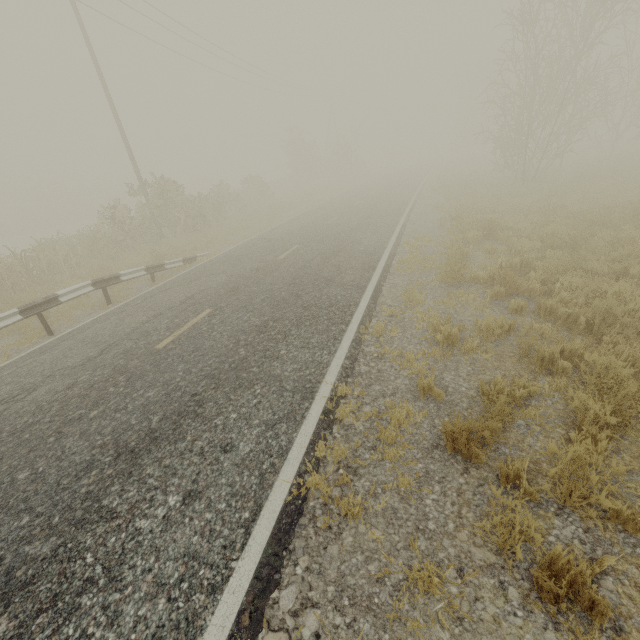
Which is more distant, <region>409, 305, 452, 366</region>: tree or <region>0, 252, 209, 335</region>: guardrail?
<region>0, 252, 209, 335</region>: guardrail

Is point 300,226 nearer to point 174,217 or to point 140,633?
point 174,217

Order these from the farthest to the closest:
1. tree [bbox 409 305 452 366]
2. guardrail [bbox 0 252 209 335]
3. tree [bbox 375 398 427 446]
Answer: guardrail [bbox 0 252 209 335], tree [bbox 409 305 452 366], tree [bbox 375 398 427 446]

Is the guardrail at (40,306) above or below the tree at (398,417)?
above

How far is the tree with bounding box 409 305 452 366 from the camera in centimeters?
522cm

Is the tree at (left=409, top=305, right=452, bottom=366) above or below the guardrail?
below
